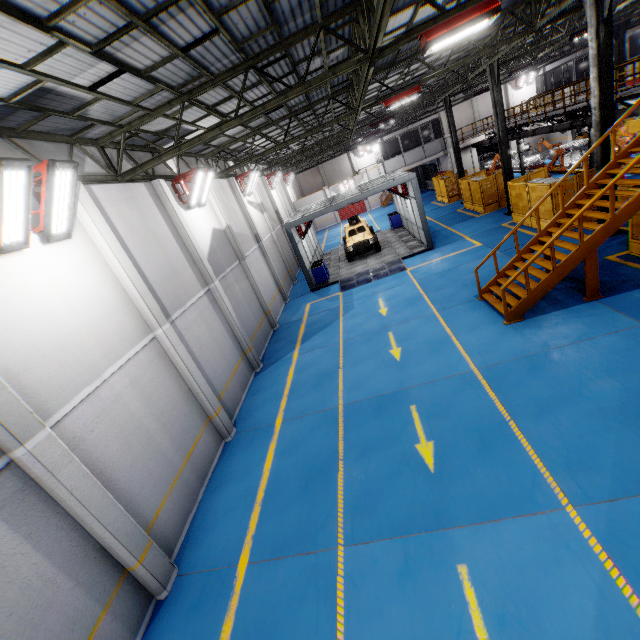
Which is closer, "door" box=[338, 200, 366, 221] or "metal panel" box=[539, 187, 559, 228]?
"metal panel" box=[539, 187, 559, 228]

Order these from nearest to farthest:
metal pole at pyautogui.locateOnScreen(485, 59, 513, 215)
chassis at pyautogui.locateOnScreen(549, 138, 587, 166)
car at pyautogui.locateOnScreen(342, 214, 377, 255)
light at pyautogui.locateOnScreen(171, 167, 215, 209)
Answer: light at pyautogui.locateOnScreen(171, 167, 215, 209)
metal pole at pyautogui.locateOnScreen(485, 59, 513, 215)
chassis at pyautogui.locateOnScreen(549, 138, 587, 166)
car at pyautogui.locateOnScreen(342, 214, 377, 255)

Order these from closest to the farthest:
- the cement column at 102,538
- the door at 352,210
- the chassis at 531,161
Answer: the cement column at 102,538
the chassis at 531,161
the door at 352,210

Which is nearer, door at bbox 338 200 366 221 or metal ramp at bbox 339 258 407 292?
metal ramp at bbox 339 258 407 292

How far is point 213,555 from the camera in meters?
6.8 m

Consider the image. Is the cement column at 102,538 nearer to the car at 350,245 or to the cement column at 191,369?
the cement column at 191,369

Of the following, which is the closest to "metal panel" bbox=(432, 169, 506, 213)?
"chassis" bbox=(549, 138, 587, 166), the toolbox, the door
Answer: "chassis" bbox=(549, 138, 587, 166)

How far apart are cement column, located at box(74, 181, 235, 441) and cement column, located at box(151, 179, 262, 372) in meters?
3.3
